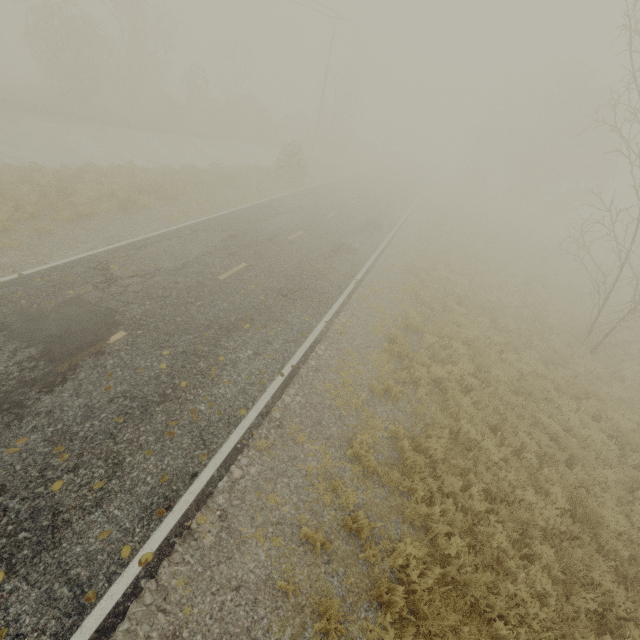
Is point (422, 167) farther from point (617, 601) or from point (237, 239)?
point (617, 601)
